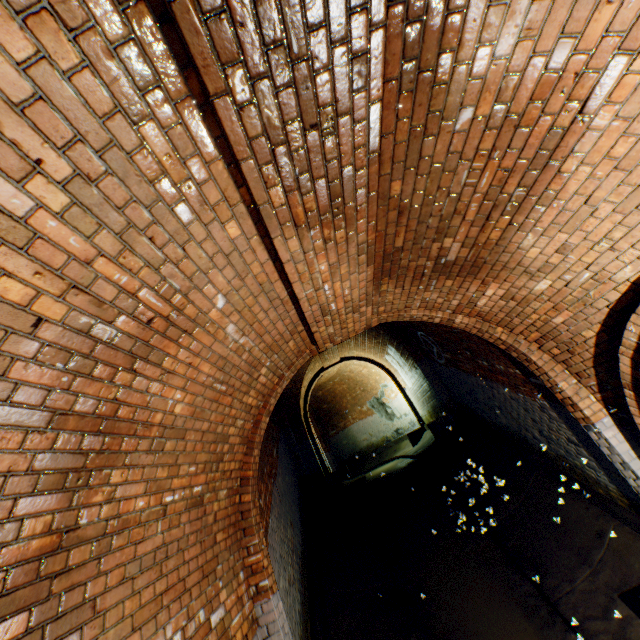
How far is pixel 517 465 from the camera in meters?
6.1 m

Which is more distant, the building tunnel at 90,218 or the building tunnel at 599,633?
the building tunnel at 599,633

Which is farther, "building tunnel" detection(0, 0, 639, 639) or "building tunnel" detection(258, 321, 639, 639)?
"building tunnel" detection(258, 321, 639, 639)
